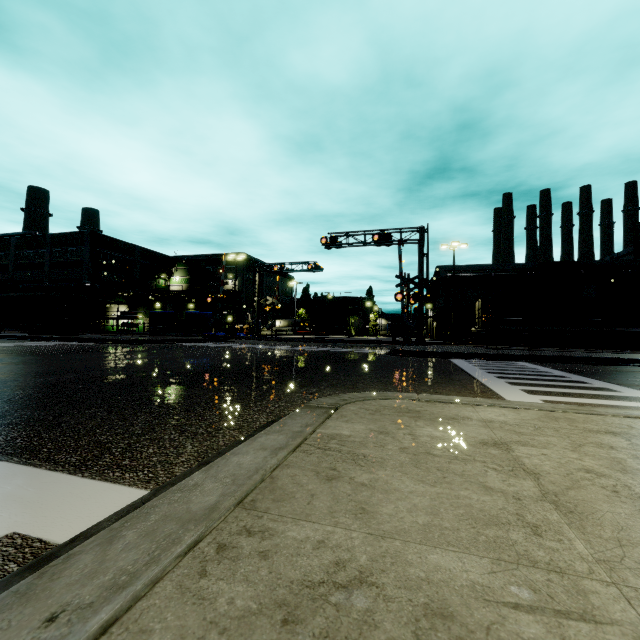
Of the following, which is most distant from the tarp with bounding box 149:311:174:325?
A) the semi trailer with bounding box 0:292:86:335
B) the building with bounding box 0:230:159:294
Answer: the building with bounding box 0:230:159:294

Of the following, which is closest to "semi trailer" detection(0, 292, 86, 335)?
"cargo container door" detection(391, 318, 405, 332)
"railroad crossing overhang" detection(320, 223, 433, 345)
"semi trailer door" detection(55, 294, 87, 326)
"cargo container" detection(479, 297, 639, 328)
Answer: "semi trailer door" detection(55, 294, 87, 326)

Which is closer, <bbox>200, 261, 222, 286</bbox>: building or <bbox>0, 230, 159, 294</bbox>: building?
<bbox>0, 230, 159, 294</bbox>: building

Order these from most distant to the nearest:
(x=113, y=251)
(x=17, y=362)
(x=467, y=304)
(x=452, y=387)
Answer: (x=113, y=251) → (x=467, y=304) → (x=17, y=362) → (x=452, y=387)

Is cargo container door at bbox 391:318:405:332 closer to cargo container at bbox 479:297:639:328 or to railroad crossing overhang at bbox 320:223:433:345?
cargo container at bbox 479:297:639:328

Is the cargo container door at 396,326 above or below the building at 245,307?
below

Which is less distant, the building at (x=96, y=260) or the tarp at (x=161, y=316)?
the tarp at (x=161, y=316)

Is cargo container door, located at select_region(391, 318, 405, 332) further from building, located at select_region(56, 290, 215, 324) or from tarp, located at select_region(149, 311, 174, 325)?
tarp, located at select_region(149, 311, 174, 325)
